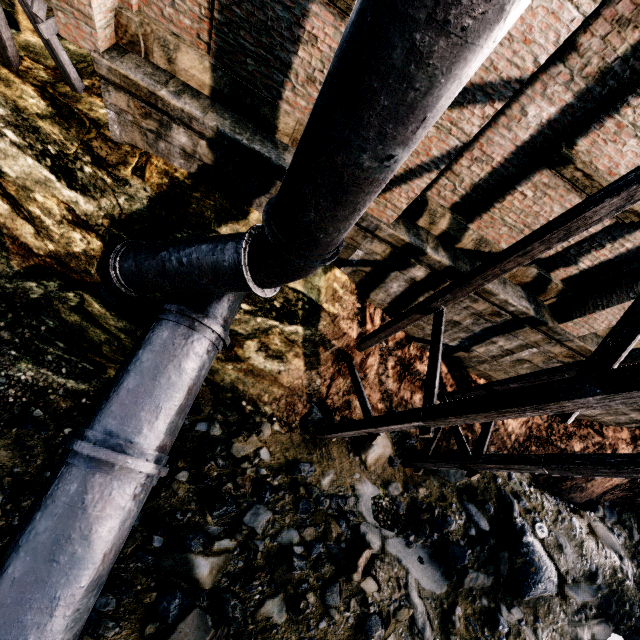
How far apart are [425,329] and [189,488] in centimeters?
773cm

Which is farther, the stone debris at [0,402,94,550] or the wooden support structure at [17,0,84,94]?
the stone debris at [0,402,94,550]

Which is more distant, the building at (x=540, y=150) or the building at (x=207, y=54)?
the building at (x=207, y=54)

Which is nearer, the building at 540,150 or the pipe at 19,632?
the building at 540,150

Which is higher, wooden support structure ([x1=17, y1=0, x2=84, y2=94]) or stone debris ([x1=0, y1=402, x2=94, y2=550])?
wooden support structure ([x1=17, y1=0, x2=84, y2=94])

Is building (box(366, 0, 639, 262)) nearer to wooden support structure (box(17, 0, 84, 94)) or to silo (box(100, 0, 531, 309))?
silo (box(100, 0, 531, 309))

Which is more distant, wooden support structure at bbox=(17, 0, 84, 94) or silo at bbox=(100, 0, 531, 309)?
wooden support structure at bbox=(17, 0, 84, 94)

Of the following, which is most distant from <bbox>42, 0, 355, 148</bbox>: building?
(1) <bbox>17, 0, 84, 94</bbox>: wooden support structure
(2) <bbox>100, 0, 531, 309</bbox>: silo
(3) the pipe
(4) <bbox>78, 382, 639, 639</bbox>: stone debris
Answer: (4) <bbox>78, 382, 639, 639</bbox>: stone debris
